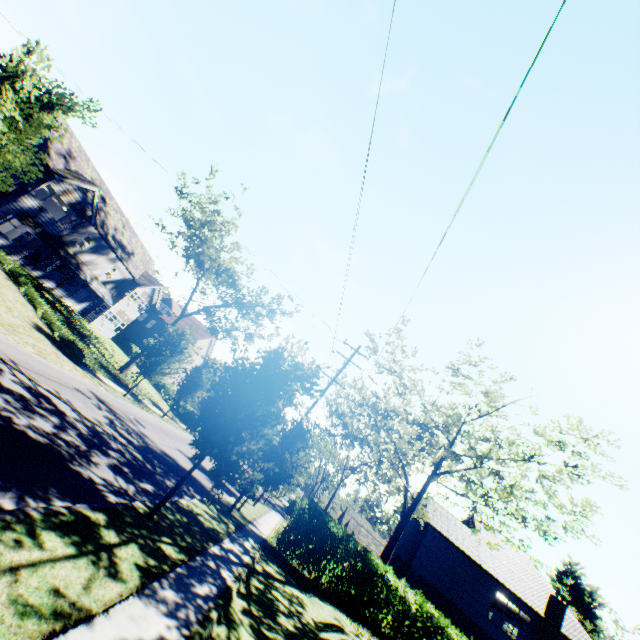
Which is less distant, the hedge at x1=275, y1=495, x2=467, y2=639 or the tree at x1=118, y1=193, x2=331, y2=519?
the tree at x1=118, y1=193, x2=331, y2=519

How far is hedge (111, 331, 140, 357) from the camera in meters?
43.8 m

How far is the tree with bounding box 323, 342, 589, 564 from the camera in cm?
1658

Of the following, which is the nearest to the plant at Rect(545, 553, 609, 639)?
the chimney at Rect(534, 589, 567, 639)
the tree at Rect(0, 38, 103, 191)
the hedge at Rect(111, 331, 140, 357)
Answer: the tree at Rect(0, 38, 103, 191)

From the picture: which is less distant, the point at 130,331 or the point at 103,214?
the point at 103,214

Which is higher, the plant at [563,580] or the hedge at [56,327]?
the plant at [563,580]

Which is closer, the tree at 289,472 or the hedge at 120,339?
the tree at 289,472

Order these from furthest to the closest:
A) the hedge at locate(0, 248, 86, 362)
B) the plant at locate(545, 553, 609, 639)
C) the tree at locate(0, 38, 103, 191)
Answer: the plant at locate(545, 553, 609, 639), the hedge at locate(0, 248, 86, 362), the tree at locate(0, 38, 103, 191)
